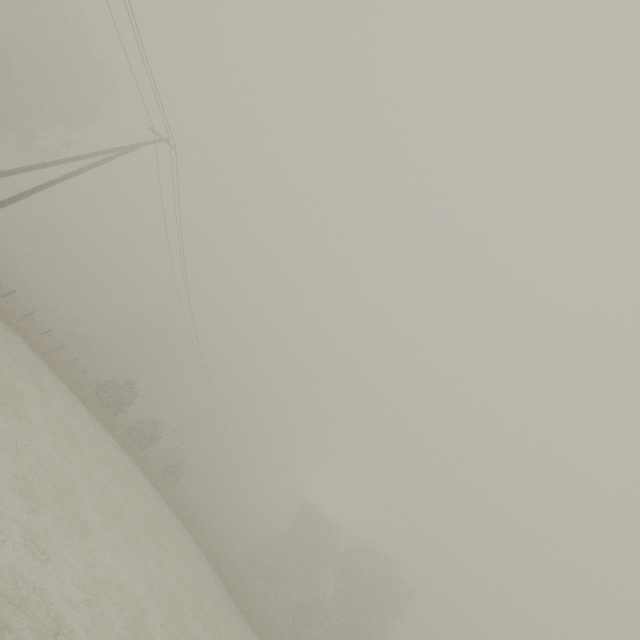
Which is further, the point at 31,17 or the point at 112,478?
the point at 31,17
